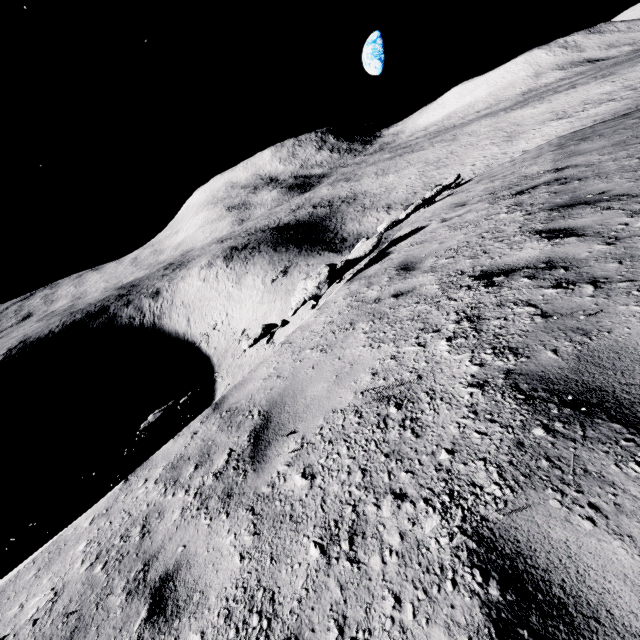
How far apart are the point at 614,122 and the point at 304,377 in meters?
13.3 m
